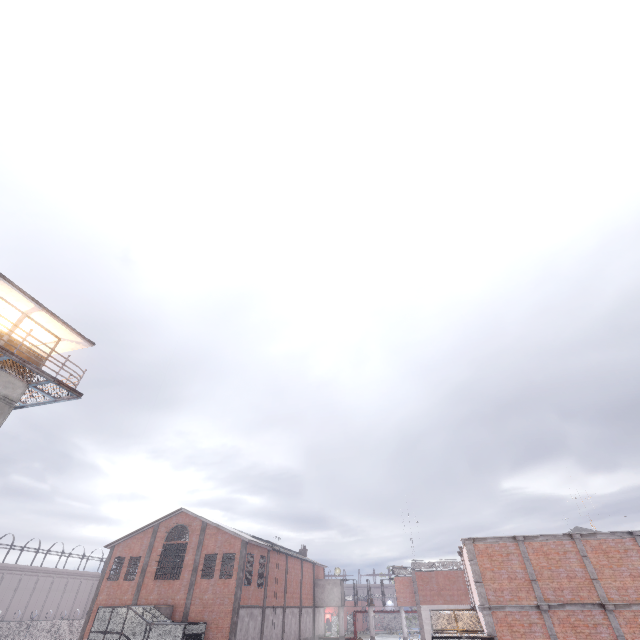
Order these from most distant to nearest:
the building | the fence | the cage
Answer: the fence, the cage, the building

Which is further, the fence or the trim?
the fence

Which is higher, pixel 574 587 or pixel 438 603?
pixel 574 587

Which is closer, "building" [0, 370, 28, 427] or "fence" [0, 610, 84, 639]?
"building" [0, 370, 28, 427]

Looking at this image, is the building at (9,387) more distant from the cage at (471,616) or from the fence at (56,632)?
the cage at (471,616)

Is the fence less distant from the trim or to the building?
the building

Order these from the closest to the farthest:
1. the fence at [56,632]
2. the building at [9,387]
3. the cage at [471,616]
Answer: the building at [9,387], the cage at [471,616], the fence at [56,632]
